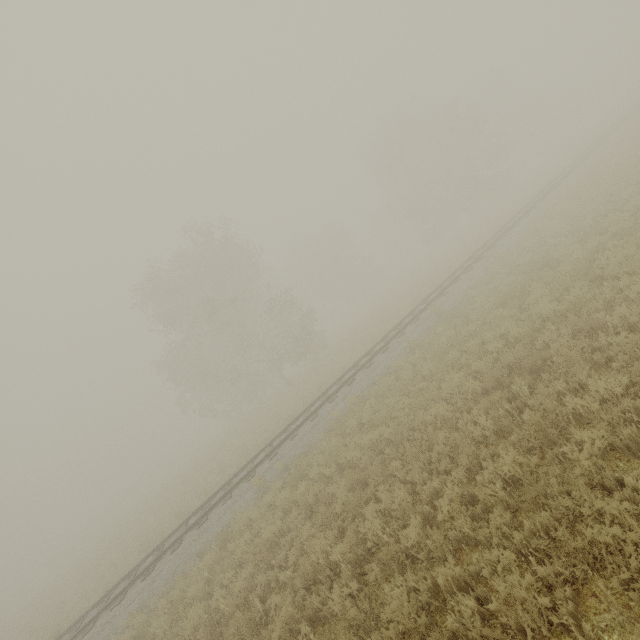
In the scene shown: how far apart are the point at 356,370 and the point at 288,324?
13.63m
